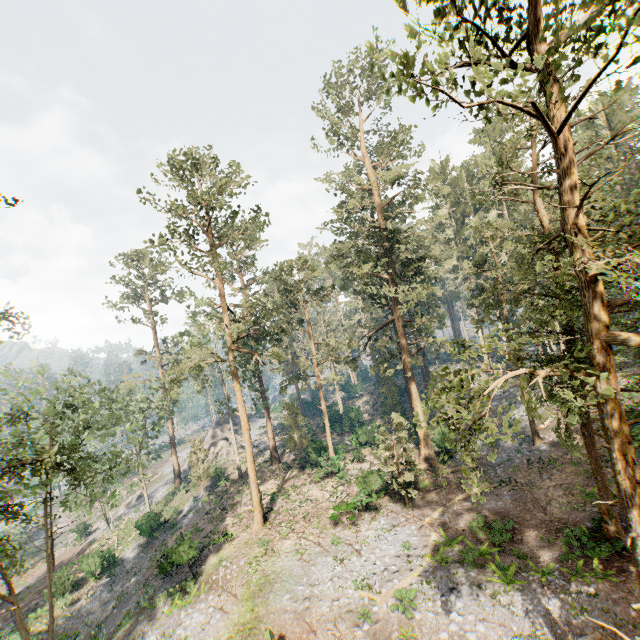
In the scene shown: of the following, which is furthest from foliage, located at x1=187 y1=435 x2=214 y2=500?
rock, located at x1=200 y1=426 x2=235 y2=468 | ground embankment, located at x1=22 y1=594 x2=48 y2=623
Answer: ground embankment, located at x1=22 y1=594 x2=48 y2=623

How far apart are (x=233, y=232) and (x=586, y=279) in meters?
23.6 m

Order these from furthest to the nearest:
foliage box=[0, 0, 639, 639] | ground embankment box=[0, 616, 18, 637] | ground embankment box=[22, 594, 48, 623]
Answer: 1. ground embankment box=[22, 594, 48, 623]
2. ground embankment box=[0, 616, 18, 637]
3. foliage box=[0, 0, 639, 639]

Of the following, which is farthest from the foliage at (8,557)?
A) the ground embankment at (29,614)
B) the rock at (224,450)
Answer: the ground embankment at (29,614)

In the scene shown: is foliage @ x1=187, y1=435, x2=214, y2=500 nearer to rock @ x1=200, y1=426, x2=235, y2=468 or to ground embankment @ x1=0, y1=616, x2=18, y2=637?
rock @ x1=200, y1=426, x2=235, y2=468

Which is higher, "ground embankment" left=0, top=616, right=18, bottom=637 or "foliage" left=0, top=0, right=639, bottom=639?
"foliage" left=0, top=0, right=639, bottom=639

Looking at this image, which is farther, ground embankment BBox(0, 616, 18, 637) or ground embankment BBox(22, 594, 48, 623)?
ground embankment BBox(22, 594, 48, 623)
